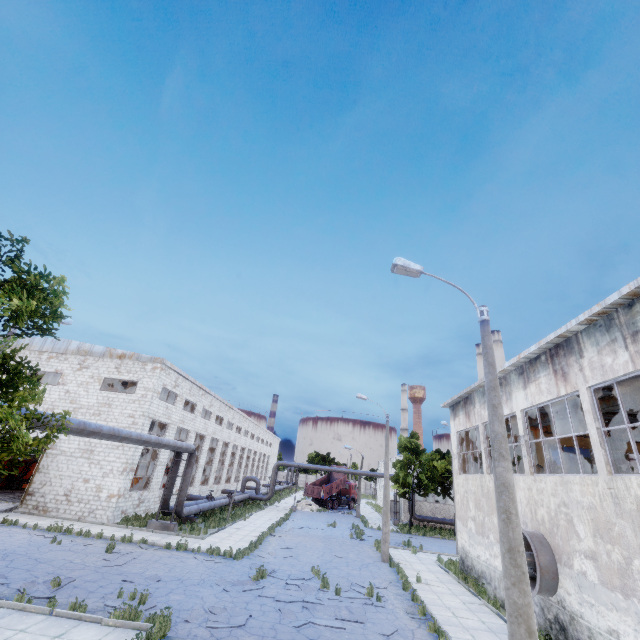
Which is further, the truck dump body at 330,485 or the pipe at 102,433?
the truck dump body at 330,485

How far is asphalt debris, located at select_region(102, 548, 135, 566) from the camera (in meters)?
13.73

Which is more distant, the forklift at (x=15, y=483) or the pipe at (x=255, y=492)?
the pipe at (x=255, y=492)

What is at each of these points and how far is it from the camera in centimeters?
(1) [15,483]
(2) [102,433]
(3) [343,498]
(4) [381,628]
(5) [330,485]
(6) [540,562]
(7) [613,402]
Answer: (1) forklift, 2722cm
(2) pipe, 1358cm
(3) truck, 4728cm
(4) asphalt debris, 1086cm
(5) truck dump body, 4550cm
(6) fan, 1119cm
(7) beam, 1281cm

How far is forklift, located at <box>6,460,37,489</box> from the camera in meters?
27.1

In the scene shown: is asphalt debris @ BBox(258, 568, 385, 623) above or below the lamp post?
below

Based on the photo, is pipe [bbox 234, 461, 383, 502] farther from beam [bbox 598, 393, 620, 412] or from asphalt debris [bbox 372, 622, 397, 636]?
beam [bbox 598, 393, 620, 412]

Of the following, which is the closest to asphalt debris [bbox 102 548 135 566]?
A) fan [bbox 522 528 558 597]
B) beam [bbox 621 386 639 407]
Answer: fan [bbox 522 528 558 597]
